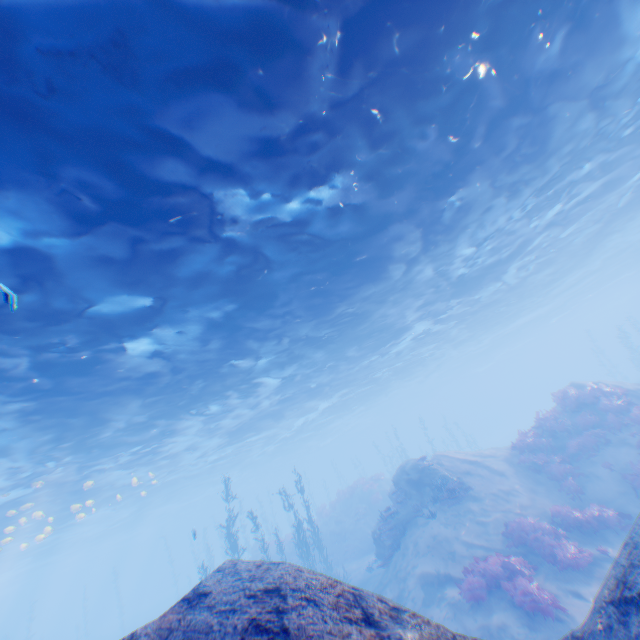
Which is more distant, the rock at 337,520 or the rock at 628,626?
the rock at 337,520

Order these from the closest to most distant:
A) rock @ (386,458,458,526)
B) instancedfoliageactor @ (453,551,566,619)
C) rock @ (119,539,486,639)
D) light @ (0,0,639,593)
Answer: rock @ (119,539,486,639), light @ (0,0,639,593), instancedfoliageactor @ (453,551,566,619), rock @ (386,458,458,526)

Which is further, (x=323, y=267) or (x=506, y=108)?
(x=323, y=267)

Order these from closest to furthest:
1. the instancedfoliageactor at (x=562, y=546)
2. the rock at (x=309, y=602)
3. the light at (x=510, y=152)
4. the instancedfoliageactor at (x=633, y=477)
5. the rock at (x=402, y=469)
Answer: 1. the rock at (x=309, y=602)
2. the light at (x=510, y=152)
3. the instancedfoliageactor at (x=562, y=546)
4. the instancedfoliageactor at (x=633, y=477)
5. the rock at (x=402, y=469)

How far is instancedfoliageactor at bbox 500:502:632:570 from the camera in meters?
10.7 m

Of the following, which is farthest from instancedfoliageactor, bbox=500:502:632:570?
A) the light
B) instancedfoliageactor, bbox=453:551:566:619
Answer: the light

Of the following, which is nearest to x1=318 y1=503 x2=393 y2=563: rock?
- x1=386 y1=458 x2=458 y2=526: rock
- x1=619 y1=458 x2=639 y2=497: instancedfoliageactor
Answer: x1=386 y1=458 x2=458 y2=526: rock

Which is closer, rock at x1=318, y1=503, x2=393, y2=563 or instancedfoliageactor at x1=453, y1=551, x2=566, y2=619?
instancedfoliageactor at x1=453, y1=551, x2=566, y2=619
